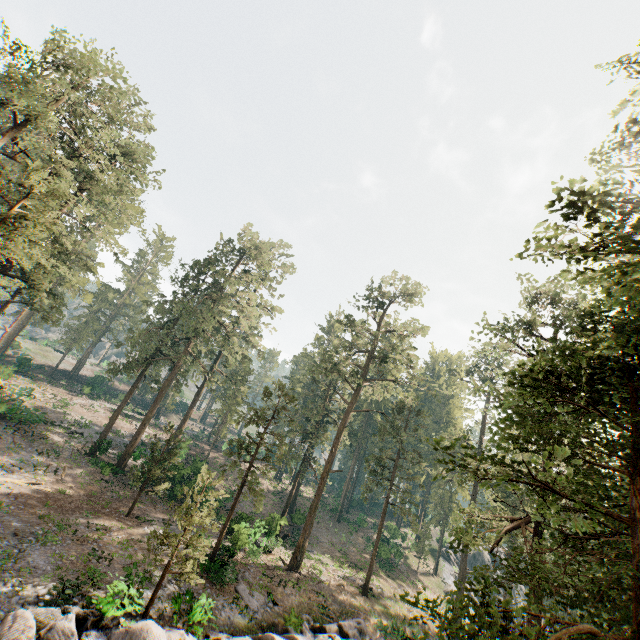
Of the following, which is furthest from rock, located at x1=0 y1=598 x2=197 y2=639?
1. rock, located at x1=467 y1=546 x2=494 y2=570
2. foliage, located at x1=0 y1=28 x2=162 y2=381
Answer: rock, located at x1=467 y1=546 x2=494 y2=570

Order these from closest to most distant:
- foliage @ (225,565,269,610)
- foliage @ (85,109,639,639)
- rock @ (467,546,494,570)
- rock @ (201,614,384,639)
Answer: foliage @ (85,109,639,639) < rock @ (201,614,384,639) < foliage @ (225,565,269,610) < rock @ (467,546,494,570)

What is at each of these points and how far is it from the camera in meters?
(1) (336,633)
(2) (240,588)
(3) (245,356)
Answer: (1) rock, 21.1
(2) foliage, 21.4
(3) foliage, 43.9

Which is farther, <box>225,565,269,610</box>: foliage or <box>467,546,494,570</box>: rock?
<box>467,546,494,570</box>: rock

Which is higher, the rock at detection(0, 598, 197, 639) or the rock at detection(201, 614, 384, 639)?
the rock at detection(0, 598, 197, 639)

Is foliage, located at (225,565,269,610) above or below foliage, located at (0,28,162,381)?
below

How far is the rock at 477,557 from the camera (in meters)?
54.06

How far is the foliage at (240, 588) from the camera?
20.67m
